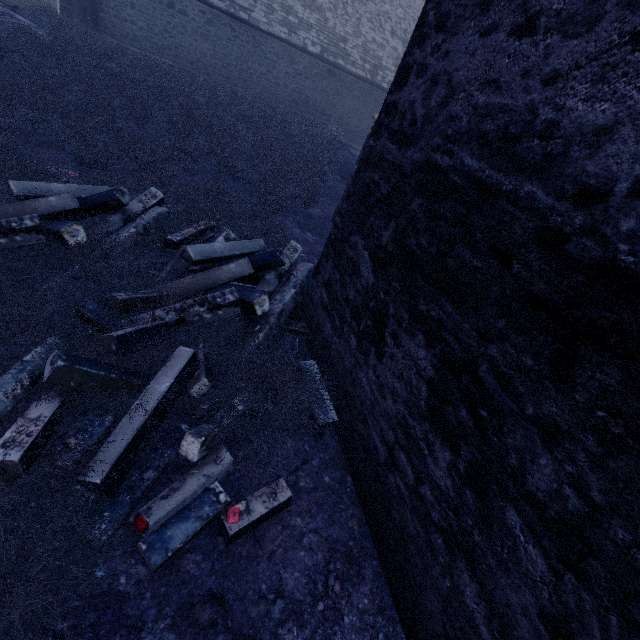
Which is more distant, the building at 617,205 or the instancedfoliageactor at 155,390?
the instancedfoliageactor at 155,390

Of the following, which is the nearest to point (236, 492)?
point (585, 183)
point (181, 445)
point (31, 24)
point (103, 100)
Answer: point (181, 445)

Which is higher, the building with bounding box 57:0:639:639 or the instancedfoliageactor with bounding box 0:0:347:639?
the building with bounding box 57:0:639:639

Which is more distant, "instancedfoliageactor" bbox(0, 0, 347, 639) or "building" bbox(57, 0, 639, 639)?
"instancedfoliageactor" bbox(0, 0, 347, 639)

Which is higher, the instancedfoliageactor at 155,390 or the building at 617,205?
the building at 617,205
